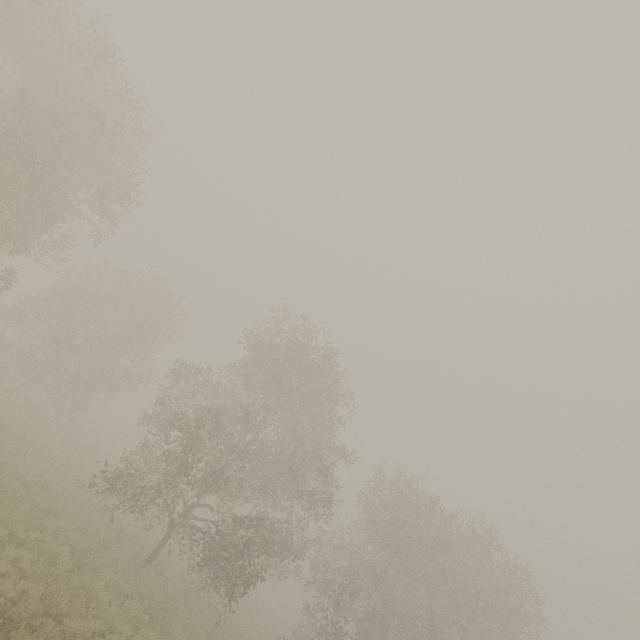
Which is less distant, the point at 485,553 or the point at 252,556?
the point at 252,556
